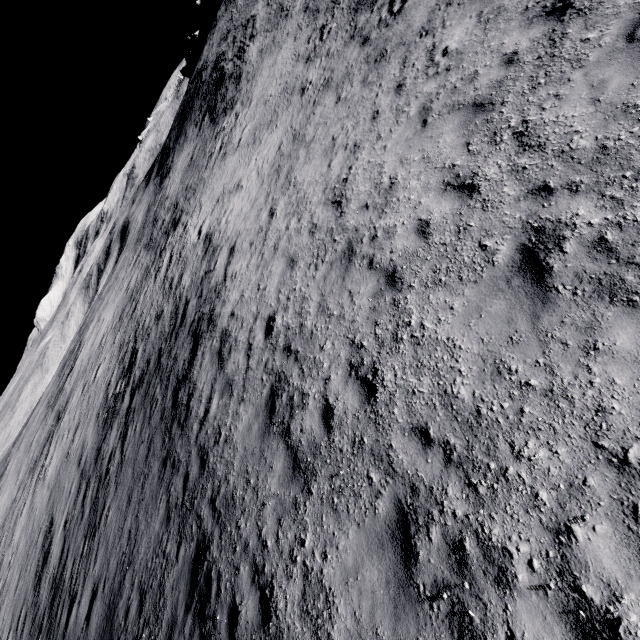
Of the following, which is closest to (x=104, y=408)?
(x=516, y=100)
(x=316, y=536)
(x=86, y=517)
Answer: (x=86, y=517)
